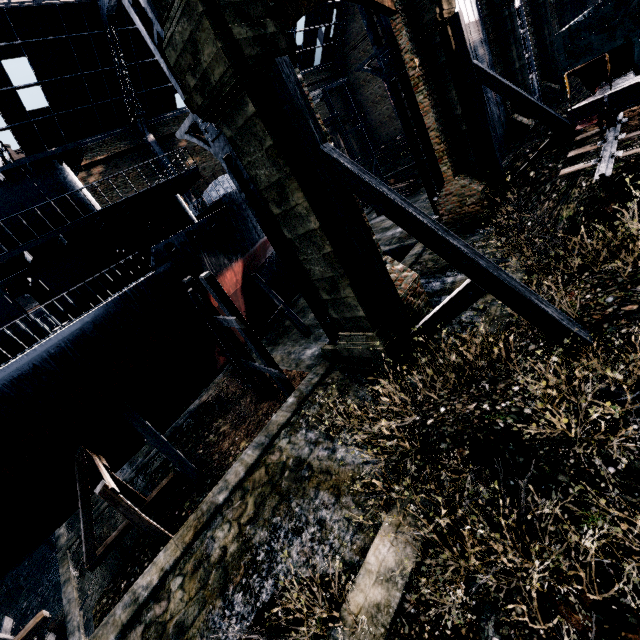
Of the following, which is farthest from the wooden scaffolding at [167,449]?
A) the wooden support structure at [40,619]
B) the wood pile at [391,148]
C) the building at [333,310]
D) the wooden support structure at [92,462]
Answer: the wood pile at [391,148]

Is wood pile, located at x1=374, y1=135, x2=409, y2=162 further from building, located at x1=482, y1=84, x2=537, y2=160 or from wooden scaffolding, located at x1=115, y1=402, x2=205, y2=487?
wooden scaffolding, located at x1=115, y1=402, x2=205, y2=487

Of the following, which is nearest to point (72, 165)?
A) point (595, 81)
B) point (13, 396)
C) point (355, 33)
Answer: point (13, 396)

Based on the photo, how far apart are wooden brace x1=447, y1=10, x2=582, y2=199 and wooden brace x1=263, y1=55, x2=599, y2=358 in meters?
11.7 m

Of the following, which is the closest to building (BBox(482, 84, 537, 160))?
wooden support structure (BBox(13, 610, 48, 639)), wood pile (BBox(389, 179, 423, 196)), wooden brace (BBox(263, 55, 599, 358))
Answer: wooden brace (BBox(263, 55, 599, 358))

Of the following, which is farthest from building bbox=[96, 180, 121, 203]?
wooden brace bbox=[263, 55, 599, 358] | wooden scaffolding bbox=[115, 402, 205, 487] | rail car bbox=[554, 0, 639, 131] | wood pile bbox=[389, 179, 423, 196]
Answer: wooden scaffolding bbox=[115, 402, 205, 487]

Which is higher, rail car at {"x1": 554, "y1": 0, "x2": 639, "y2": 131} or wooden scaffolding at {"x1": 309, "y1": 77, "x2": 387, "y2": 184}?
wooden scaffolding at {"x1": 309, "y1": 77, "x2": 387, "y2": 184}

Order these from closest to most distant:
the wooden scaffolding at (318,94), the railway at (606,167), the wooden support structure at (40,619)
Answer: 1. the railway at (606,167)
2. the wooden support structure at (40,619)
3. the wooden scaffolding at (318,94)
